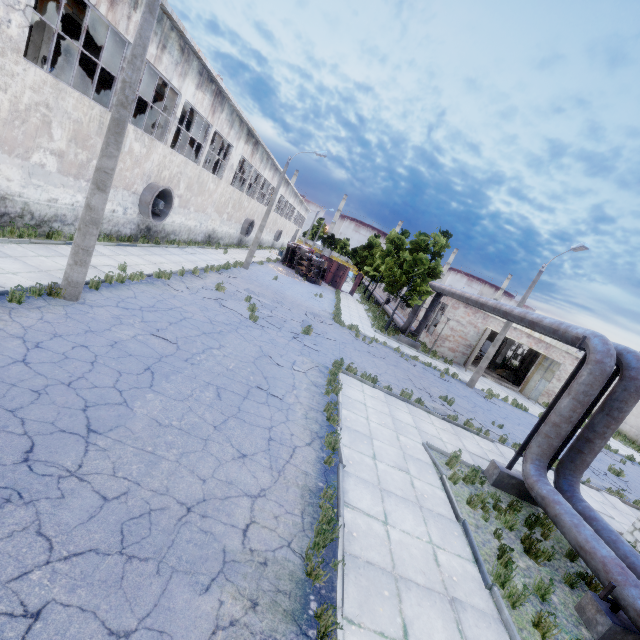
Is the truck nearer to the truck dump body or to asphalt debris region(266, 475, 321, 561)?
the truck dump body

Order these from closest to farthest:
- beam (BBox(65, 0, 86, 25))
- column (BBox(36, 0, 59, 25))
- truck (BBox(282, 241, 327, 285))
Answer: column (BBox(36, 0, 59, 25))
beam (BBox(65, 0, 86, 25))
truck (BBox(282, 241, 327, 285))

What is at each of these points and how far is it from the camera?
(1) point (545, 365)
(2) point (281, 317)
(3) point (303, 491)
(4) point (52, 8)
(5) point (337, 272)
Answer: (1) door, 26.6m
(2) asphalt debris, 16.8m
(3) asphalt debris, 6.0m
(4) column, 11.9m
(5) truck dump body, 40.5m

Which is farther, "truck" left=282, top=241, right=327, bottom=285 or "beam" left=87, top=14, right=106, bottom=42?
"truck" left=282, top=241, right=327, bottom=285

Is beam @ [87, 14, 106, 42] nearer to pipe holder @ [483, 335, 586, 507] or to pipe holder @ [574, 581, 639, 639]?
pipe holder @ [483, 335, 586, 507]

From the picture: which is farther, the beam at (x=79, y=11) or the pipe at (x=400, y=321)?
the pipe at (x=400, y=321)

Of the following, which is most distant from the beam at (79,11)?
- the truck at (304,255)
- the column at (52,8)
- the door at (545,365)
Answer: the door at (545,365)

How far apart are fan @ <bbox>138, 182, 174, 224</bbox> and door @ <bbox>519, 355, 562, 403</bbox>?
29.7m
